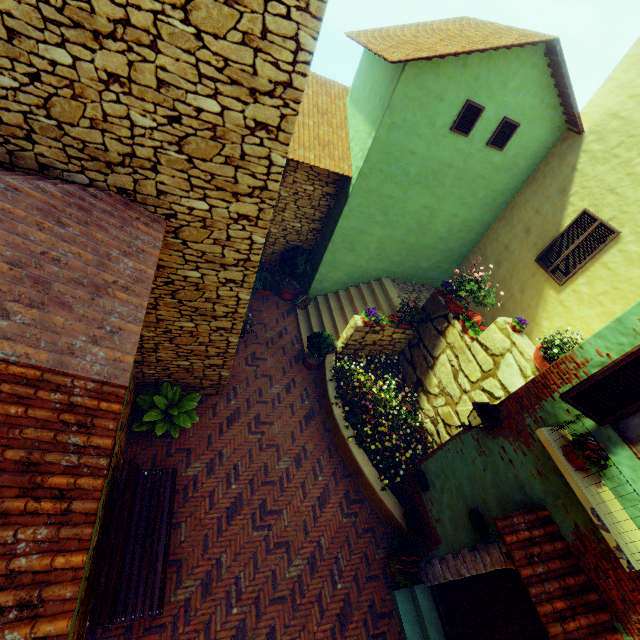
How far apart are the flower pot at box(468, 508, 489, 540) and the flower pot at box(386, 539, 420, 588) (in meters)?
1.77

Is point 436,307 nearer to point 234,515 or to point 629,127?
point 629,127

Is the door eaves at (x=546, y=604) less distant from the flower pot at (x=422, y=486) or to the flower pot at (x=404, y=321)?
the flower pot at (x=422, y=486)

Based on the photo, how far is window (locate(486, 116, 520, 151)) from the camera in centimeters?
823cm

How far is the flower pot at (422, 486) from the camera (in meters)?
6.61

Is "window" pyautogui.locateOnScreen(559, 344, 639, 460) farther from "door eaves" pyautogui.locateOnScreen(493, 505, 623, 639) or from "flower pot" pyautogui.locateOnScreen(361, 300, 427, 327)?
"flower pot" pyautogui.locateOnScreen(361, 300, 427, 327)

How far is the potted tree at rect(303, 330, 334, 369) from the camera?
9.0m

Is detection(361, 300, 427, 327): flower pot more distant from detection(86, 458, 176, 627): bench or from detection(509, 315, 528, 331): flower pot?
detection(86, 458, 176, 627): bench
